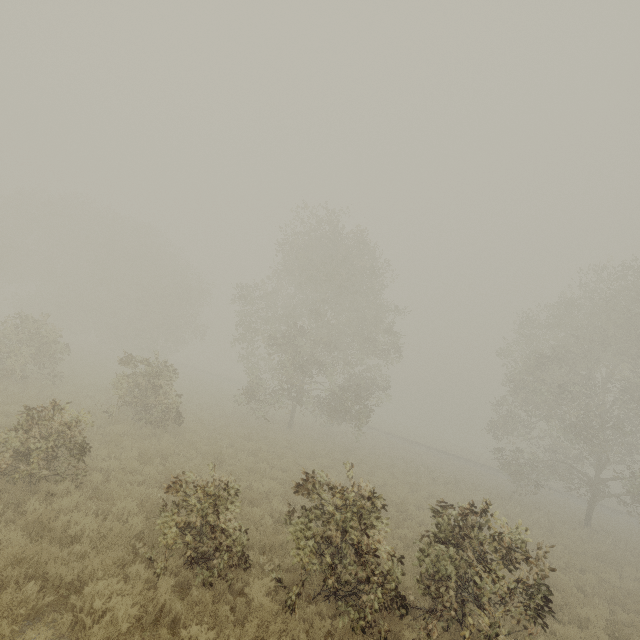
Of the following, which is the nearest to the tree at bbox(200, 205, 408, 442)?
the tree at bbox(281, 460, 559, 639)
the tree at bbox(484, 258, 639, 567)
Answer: the tree at bbox(484, 258, 639, 567)

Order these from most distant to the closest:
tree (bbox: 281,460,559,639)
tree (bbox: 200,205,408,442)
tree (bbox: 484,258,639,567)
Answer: tree (bbox: 200,205,408,442) < tree (bbox: 484,258,639,567) < tree (bbox: 281,460,559,639)

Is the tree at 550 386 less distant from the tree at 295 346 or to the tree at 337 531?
the tree at 295 346

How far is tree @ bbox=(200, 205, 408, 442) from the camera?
22.5 meters

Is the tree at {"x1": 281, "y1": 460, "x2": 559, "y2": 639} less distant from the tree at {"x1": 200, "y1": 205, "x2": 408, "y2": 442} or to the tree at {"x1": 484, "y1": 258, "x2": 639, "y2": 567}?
the tree at {"x1": 200, "y1": 205, "x2": 408, "y2": 442}

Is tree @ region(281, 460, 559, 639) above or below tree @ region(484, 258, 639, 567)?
below

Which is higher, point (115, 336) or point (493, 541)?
point (115, 336)
